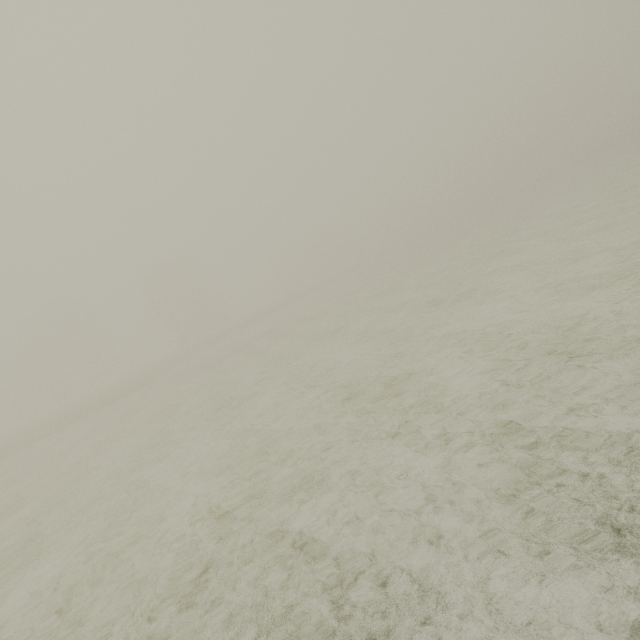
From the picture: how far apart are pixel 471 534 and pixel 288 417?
4.96m
